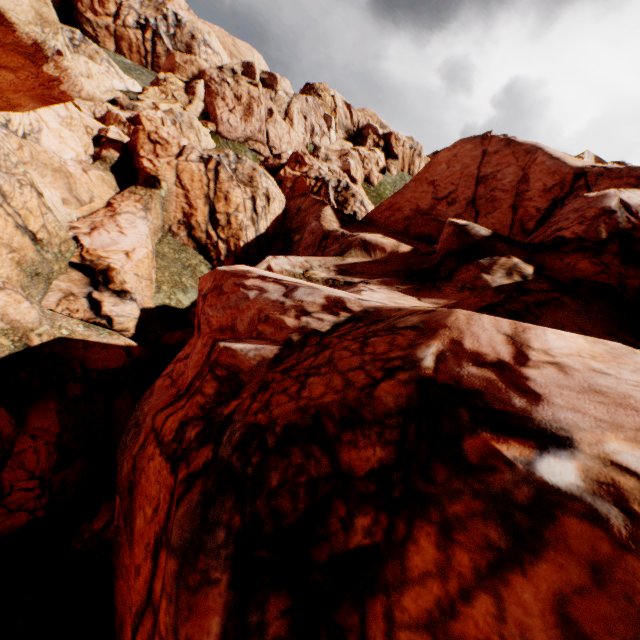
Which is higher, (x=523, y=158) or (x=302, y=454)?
(x=523, y=158)
